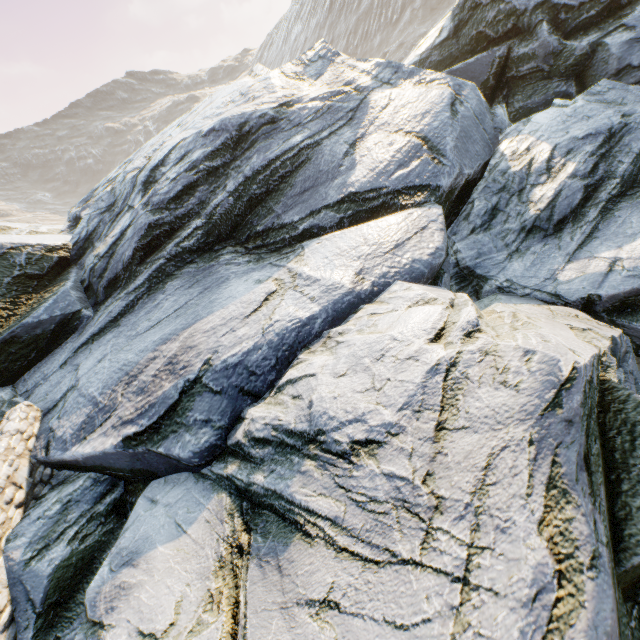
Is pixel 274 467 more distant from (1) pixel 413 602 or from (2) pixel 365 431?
(1) pixel 413 602
